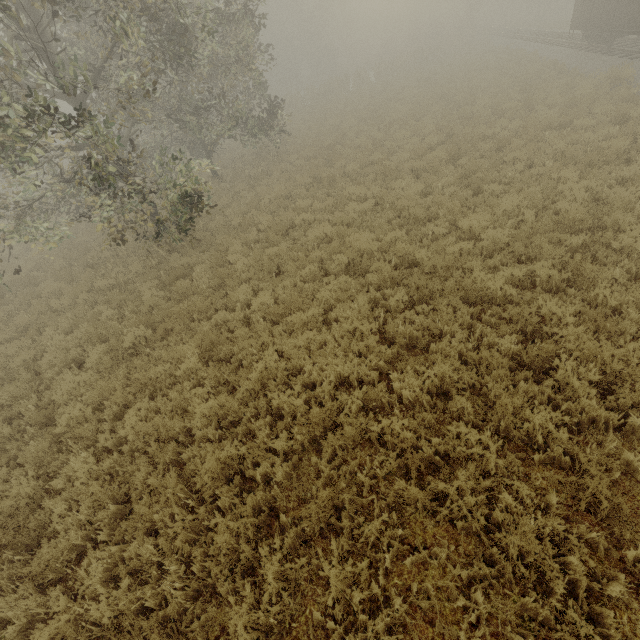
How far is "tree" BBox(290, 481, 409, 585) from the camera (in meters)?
3.74

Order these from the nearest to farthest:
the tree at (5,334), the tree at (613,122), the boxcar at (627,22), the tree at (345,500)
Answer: the tree at (345,500) → the tree at (5,334) → the tree at (613,122) → the boxcar at (627,22)

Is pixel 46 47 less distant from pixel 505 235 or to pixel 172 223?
pixel 172 223

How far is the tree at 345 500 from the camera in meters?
Answer: 3.7

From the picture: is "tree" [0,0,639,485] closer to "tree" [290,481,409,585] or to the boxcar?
the boxcar

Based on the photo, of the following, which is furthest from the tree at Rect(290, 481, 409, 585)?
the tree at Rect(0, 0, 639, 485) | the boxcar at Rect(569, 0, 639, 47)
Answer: the boxcar at Rect(569, 0, 639, 47)
